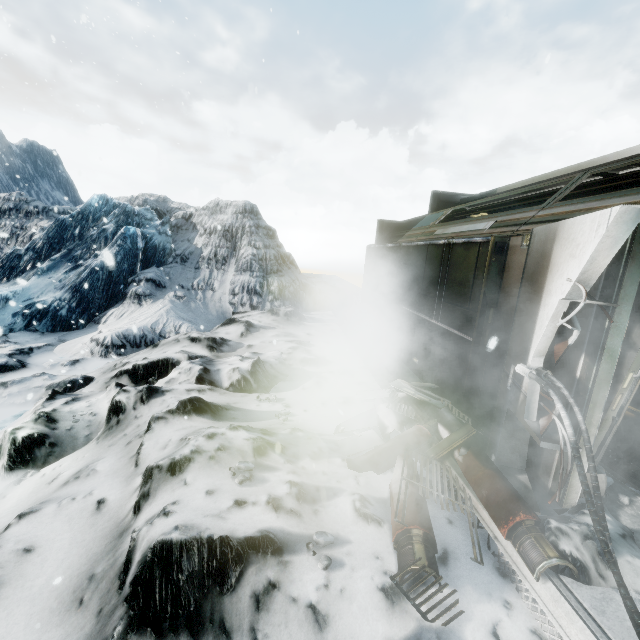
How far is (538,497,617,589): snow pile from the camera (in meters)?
2.42

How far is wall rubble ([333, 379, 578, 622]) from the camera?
2.4 meters

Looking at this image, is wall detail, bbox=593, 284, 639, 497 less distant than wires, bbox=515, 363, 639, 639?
No

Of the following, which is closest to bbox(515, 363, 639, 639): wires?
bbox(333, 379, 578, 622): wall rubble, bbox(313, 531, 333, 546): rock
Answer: bbox(333, 379, 578, 622): wall rubble

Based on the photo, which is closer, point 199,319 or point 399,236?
point 399,236

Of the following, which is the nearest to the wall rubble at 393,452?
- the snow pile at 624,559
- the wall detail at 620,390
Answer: the snow pile at 624,559

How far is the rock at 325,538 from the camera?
2.69m

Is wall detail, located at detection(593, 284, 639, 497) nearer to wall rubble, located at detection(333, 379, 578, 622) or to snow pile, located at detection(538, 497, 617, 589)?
snow pile, located at detection(538, 497, 617, 589)
